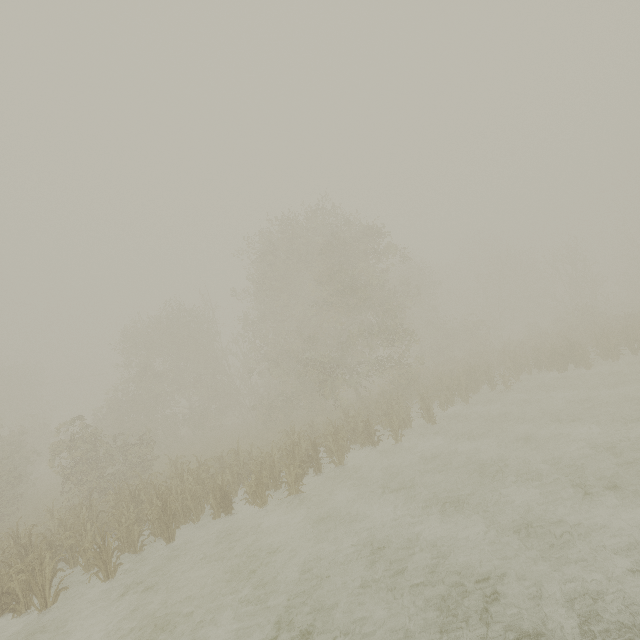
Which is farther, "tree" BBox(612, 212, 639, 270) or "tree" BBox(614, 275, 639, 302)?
"tree" BBox(614, 275, 639, 302)

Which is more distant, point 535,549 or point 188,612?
point 188,612

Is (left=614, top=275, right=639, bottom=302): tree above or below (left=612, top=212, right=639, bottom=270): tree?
below

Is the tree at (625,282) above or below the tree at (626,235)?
below

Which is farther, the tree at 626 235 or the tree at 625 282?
the tree at 625 282
